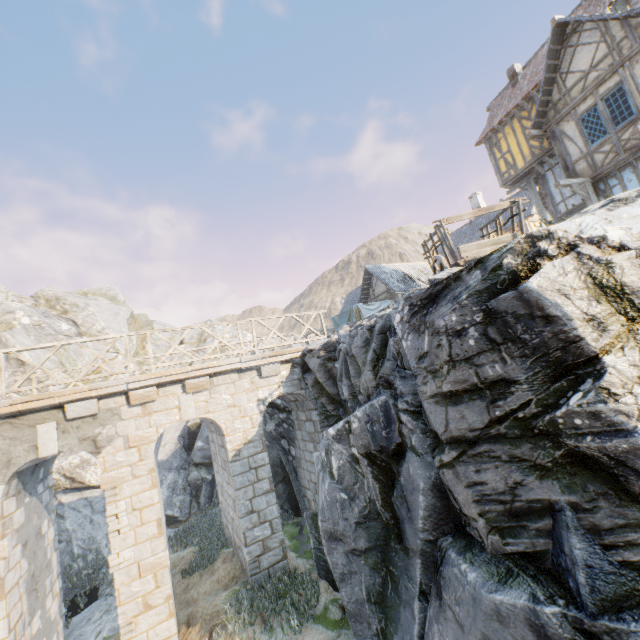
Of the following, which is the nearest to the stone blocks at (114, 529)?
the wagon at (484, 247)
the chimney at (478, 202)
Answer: the wagon at (484, 247)

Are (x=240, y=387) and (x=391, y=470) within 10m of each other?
yes

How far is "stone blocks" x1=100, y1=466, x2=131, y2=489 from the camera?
7.81m

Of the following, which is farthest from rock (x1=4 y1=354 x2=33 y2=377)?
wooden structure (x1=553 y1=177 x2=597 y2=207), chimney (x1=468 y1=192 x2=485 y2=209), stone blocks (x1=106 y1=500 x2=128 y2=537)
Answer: chimney (x1=468 y1=192 x2=485 y2=209)

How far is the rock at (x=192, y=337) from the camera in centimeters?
3022cm

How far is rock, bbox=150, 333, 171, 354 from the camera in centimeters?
2935cm

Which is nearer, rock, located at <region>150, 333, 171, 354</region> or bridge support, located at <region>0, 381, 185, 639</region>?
bridge support, located at <region>0, 381, 185, 639</region>

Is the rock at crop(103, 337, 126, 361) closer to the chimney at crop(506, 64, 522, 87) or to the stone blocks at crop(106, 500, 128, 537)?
the stone blocks at crop(106, 500, 128, 537)
